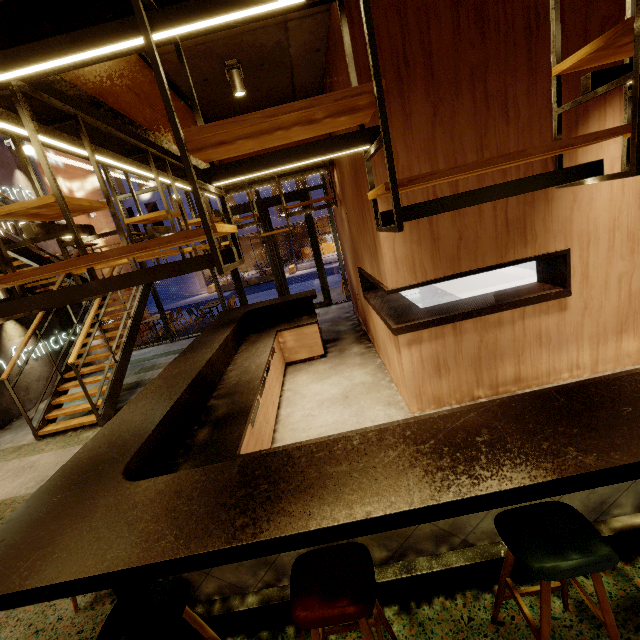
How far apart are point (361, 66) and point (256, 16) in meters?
1.7 m

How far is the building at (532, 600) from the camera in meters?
1.9

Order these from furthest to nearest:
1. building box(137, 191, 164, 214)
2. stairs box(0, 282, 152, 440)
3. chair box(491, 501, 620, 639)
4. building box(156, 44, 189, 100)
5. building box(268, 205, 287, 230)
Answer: building box(268, 205, 287, 230)
building box(137, 191, 164, 214)
stairs box(0, 282, 152, 440)
building box(156, 44, 189, 100)
chair box(491, 501, 620, 639)

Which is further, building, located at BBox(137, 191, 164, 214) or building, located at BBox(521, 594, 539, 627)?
building, located at BBox(137, 191, 164, 214)

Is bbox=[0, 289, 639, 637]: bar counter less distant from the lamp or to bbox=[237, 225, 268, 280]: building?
the lamp

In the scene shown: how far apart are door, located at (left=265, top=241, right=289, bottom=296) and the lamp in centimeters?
547cm

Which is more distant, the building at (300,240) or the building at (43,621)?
the building at (300,240)

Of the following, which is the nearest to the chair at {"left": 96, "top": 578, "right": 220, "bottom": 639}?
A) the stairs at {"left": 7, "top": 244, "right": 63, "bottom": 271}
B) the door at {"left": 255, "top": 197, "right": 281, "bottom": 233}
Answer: the stairs at {"left": 7, "top": 244, "right": 63, "bottom": 271}
